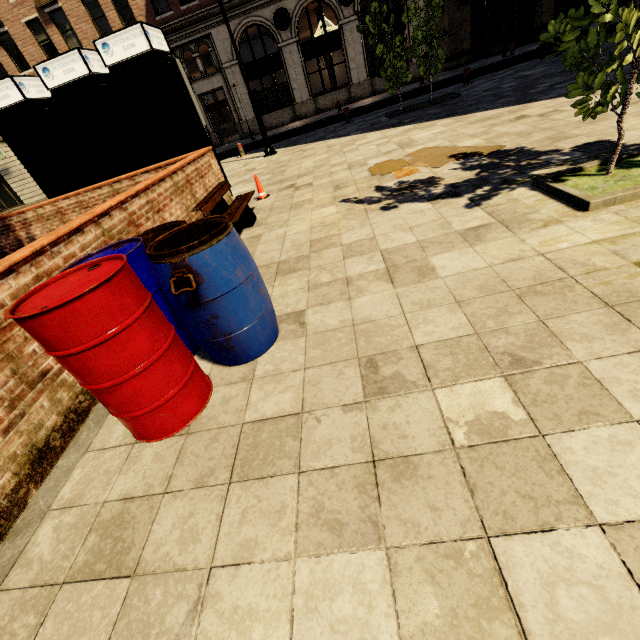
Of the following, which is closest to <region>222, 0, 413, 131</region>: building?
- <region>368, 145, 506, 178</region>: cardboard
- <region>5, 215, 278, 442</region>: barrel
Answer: <region>368, 145, 506, 178</region>: cardboard

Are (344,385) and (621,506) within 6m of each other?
yes

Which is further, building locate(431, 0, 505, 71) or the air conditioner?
building locate(431, 0, 505, 71)

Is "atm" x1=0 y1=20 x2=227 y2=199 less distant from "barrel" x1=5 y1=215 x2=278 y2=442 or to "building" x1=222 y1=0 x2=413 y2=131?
"barrel" x1=5 y1=215 x2=278 y2=442

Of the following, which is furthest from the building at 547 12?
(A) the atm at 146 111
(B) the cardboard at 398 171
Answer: (B) the cardboard at 398 171

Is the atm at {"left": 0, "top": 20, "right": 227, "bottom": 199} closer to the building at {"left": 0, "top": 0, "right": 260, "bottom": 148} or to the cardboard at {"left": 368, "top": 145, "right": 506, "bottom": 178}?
the cardboard at {"left": 368, "top": 145, "right": 506, "bottom": 178}

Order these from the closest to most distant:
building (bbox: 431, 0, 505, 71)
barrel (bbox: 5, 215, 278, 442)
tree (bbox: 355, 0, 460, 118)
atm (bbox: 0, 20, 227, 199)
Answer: barrel (bbox: 5, 215, 278, 442), atm (bbox: 0, 20, 227, 199), tree (bbox: 355, 0, 460, 118), building (bbox: 431, 0, 505, 71)

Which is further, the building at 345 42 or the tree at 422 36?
the building at 345 42
